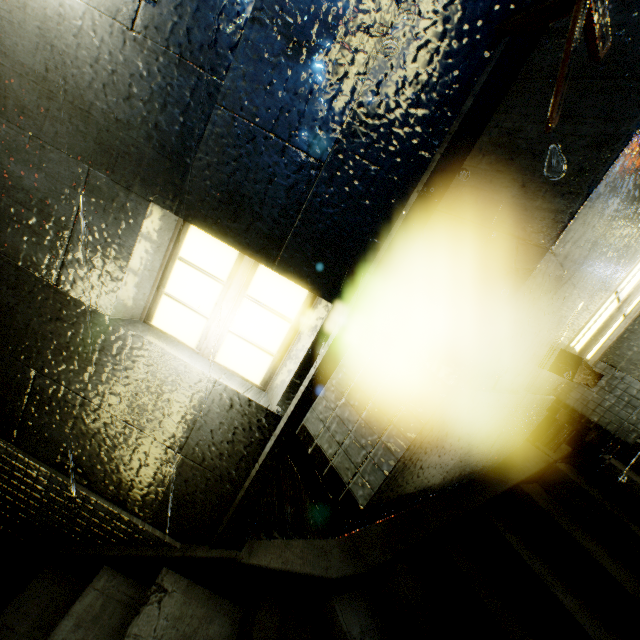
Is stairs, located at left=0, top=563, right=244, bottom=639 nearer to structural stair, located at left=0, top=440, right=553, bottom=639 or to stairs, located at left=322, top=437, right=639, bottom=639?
structural stair, located at left=0, top=440, right=553, bottom=639

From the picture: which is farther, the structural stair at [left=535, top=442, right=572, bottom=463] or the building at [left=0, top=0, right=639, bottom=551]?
the structural stair at [left=535, top=442, right=572, bottom=463]

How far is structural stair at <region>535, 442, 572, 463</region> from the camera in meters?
4.2 m

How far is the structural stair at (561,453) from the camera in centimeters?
415cm

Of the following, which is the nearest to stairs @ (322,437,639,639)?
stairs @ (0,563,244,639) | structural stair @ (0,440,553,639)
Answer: structural stair @ (0,440,553,639)

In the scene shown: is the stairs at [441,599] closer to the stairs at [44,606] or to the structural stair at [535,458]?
the structural stair at [535,458]

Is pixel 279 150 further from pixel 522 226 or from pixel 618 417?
pixel 618 417
